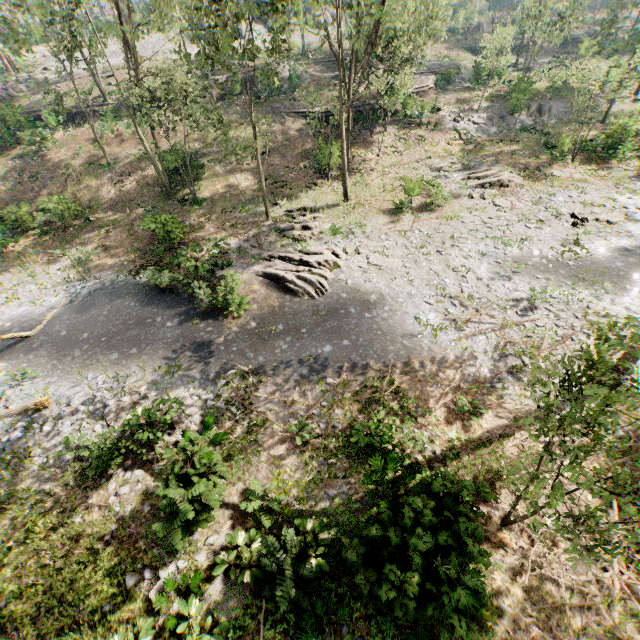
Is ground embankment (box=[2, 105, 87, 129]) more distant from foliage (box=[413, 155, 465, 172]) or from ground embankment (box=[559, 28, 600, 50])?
ground embankment (box=[559, 28, 600, 50])

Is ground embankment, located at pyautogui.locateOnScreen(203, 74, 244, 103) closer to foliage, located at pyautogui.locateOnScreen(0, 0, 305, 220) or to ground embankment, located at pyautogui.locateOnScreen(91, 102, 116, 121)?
Answer: foliage, located at pyautogui.locateOnScreen(0, 0, 305, 220)

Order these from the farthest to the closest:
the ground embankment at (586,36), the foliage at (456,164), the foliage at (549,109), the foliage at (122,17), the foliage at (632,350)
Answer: the ground embankment at (586,36)
the foliage at (549,109)
the foliage at (456,164)
the foliage at (122,17)
the foliage at (632,350)

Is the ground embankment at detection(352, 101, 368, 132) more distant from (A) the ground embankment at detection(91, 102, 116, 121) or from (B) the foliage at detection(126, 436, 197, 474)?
(A) the ground embankment at detection(91, 102, 116, 121)

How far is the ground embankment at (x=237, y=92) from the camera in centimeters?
3487cm

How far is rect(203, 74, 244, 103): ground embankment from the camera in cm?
3487

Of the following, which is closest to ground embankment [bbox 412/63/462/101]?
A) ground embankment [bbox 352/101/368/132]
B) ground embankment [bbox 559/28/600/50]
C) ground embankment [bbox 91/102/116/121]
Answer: ground embankment [bbox 352/101/368/132]

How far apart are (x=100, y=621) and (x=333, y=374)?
9.32m
